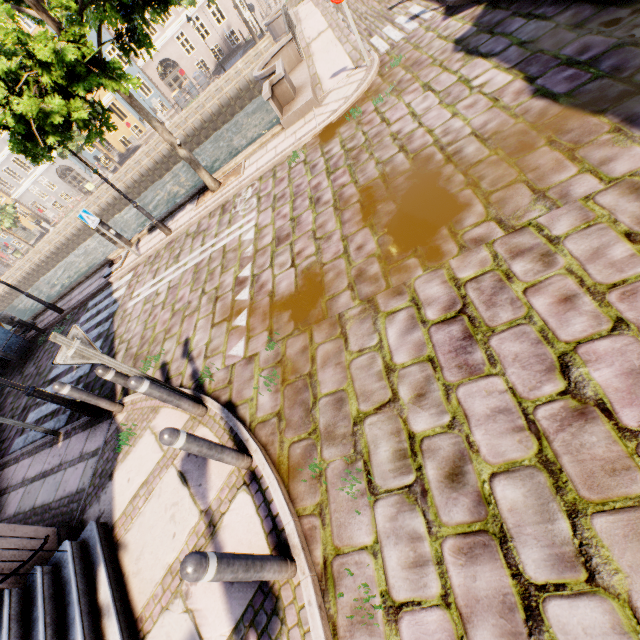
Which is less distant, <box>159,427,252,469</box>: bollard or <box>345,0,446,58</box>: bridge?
<box>159,427,252,469</box>: bollard

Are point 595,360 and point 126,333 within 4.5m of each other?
no

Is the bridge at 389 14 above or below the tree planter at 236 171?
below

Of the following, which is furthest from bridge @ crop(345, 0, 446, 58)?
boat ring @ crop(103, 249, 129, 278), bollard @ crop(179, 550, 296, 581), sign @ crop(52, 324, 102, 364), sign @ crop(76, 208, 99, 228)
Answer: bollard @ crop(179, 550, 296, 581)

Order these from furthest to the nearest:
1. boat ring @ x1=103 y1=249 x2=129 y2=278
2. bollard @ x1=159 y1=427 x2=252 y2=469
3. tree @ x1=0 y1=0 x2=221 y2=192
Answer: boat ring @ x1=103 y1=249 x2=129 y2=278 → tree @ x1=0 y1=0 x2=221 y2=192 → bollard @ x1=159 y1=427 x2=252 y2=469

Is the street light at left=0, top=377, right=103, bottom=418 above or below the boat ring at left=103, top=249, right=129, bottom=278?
above

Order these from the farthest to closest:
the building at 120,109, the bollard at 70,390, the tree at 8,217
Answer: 1. the building at 120,109
2. the tree at 8,217
3. the bollard at 70,390

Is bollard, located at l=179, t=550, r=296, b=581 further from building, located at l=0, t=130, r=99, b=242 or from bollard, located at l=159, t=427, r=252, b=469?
building, located at l=0, t=130, r=99, b=242
